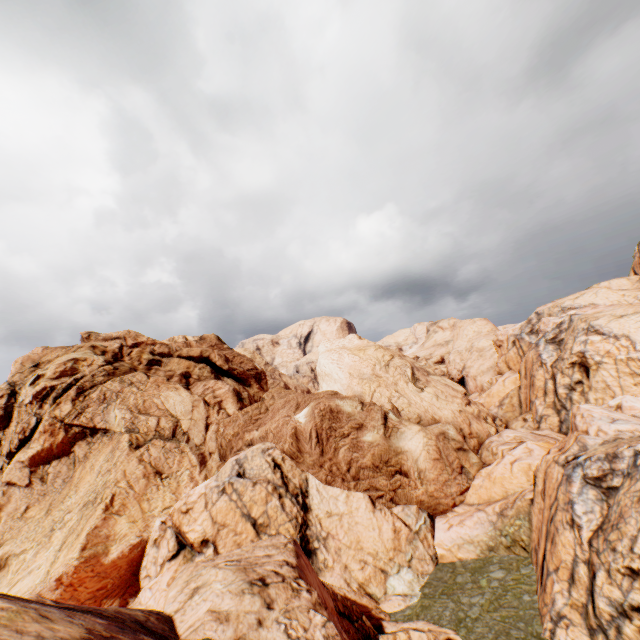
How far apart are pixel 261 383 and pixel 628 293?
55.0 meters
